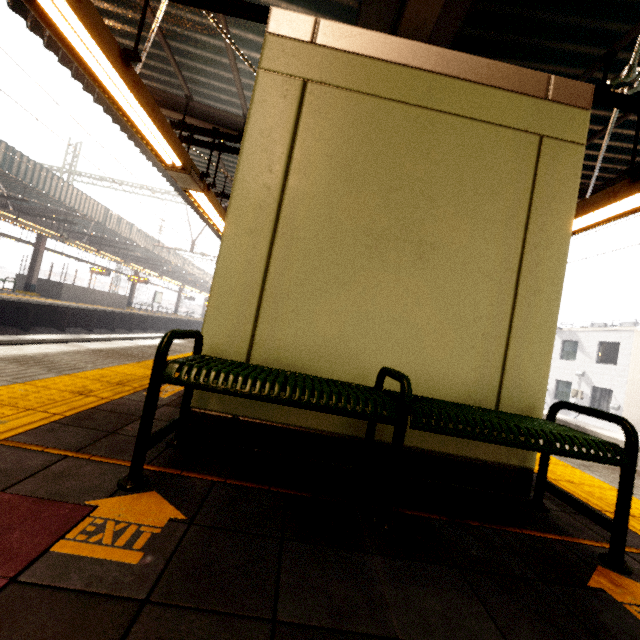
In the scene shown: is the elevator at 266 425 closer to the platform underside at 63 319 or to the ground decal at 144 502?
the ground decal at 144 502

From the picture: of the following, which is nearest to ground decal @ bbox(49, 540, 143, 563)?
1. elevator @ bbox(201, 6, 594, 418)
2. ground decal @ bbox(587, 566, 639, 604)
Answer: elevator @ bbox(201, 6, 594, 418)

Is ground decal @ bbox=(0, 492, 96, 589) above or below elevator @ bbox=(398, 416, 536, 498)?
below

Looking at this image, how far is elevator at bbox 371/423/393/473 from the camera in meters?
2.1

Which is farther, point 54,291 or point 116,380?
point 54,291

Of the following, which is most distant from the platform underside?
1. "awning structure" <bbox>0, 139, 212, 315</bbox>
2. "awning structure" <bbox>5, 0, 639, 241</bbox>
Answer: "awning structure" <bbox>5, 0, 639, 241</bbox>

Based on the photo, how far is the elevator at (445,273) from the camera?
2.2m
